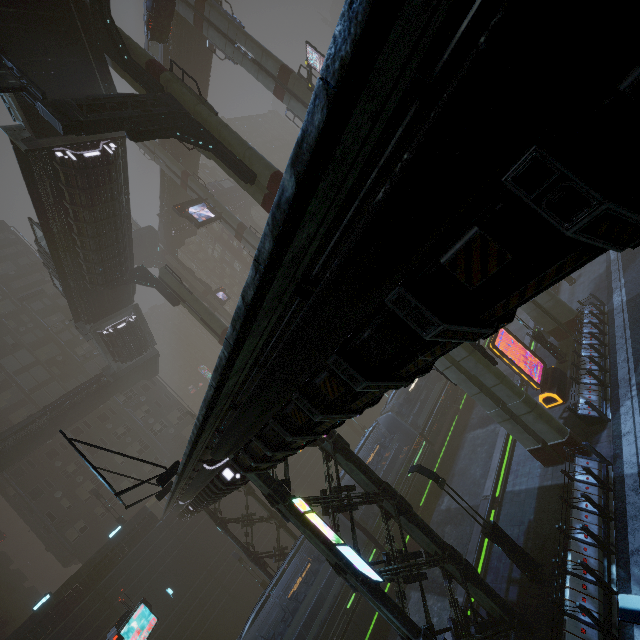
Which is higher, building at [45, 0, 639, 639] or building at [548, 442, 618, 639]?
building at [45, 0, 639, 639]

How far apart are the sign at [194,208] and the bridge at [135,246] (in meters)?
13.00

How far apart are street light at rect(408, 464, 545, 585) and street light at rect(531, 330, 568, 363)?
12.7 meters

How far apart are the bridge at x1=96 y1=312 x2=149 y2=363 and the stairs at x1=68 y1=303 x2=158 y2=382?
0.0m

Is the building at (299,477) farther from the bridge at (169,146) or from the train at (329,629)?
the bridge at (169,146)

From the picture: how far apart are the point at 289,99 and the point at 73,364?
42.86m

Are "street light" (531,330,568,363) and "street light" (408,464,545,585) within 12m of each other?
no

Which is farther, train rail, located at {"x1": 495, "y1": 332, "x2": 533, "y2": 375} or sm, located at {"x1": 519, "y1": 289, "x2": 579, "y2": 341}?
train rail, located at {"x1": 495, "y1": 332, "x2": 533, "y2": 375}
